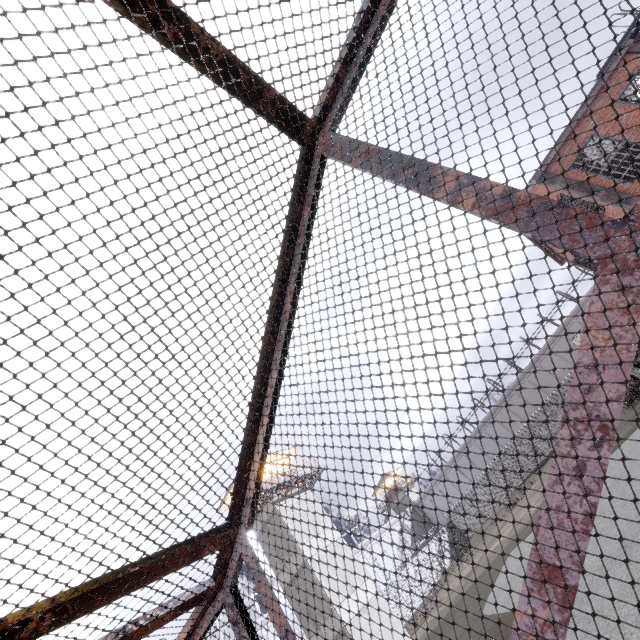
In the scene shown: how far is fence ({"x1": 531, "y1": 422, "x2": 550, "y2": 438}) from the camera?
36.28m

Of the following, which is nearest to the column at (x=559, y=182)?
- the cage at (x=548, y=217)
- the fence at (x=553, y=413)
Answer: the cage at (x=548, y=217)

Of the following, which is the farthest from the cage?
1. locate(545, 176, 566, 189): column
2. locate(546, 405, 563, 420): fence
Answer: locate(545, 176, 566, 189): column

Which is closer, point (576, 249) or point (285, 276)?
point (576, 249)

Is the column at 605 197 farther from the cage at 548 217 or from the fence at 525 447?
the fence at 525 447

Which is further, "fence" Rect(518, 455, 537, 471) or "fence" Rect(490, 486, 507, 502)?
"fence" Rect(490, 486, 507, 502)
